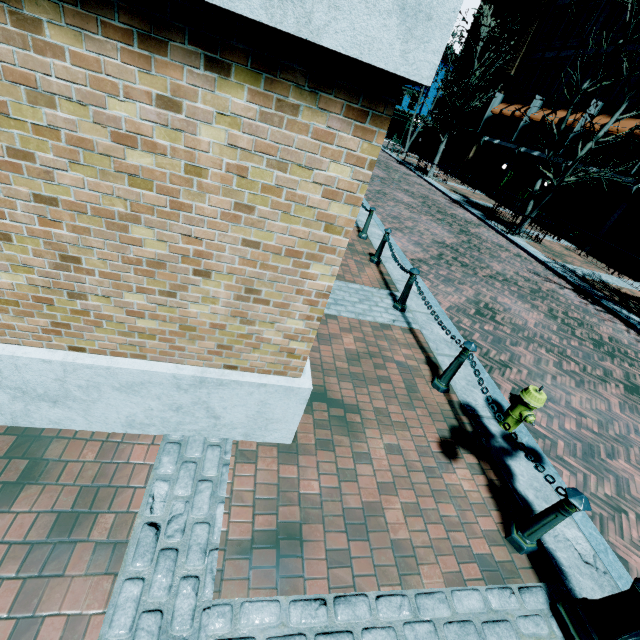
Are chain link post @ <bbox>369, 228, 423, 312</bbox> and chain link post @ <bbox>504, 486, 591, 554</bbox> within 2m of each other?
no

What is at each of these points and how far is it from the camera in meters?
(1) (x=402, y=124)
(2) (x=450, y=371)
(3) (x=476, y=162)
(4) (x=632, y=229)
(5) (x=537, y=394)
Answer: (1) building, 43.8 m
(2) chain link post, 4.5 m
(3) building, 28.6 m
(4) building, 16.0 m
(5) fire hydrant, 4.0 m

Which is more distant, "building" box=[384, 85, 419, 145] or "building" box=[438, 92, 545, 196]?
"building" box=[384, 85, 419, 145]

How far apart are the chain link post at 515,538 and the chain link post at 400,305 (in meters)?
3.62

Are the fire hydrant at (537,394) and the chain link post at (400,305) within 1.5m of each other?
no

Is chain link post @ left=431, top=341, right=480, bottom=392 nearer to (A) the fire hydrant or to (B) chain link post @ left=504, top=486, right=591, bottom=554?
(A) the fire hydrant

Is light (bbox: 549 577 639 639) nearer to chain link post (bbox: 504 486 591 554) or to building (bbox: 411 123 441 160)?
chain link post (bbox: 504 486 591 554)

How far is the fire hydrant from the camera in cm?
402
